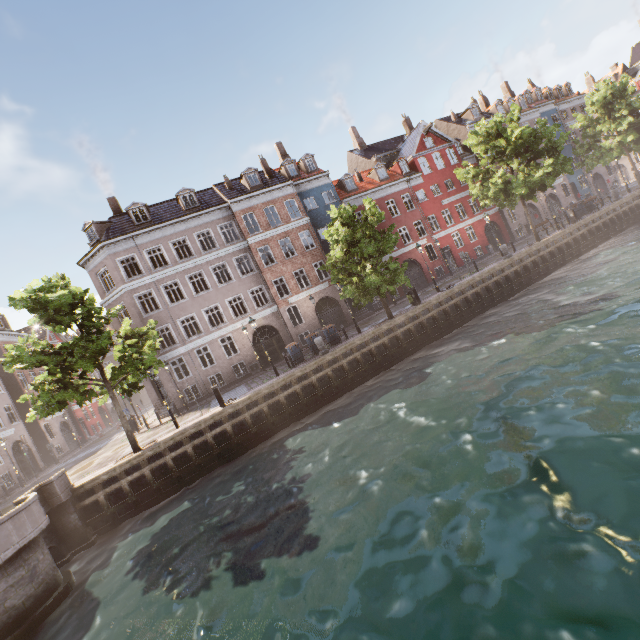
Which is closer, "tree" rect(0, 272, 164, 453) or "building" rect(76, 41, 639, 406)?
"tree" rect(0, 272, 164, 453)

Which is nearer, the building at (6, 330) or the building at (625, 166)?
the building at (6, 330)

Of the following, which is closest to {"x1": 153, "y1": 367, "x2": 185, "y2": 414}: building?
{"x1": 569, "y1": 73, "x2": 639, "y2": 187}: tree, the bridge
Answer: {"x1": 569, "y1": 73, "x2": 639, "y2": 187}: tree

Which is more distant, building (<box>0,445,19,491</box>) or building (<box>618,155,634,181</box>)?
building (<box>618,155,634,181</box>)

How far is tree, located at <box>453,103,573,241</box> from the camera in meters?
22.5

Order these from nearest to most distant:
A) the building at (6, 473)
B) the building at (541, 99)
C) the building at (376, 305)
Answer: the building at (6, 473), the building at (541, 99), the building at (376, 305)

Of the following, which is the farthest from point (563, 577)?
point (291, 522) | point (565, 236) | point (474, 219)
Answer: point (474, 219)
